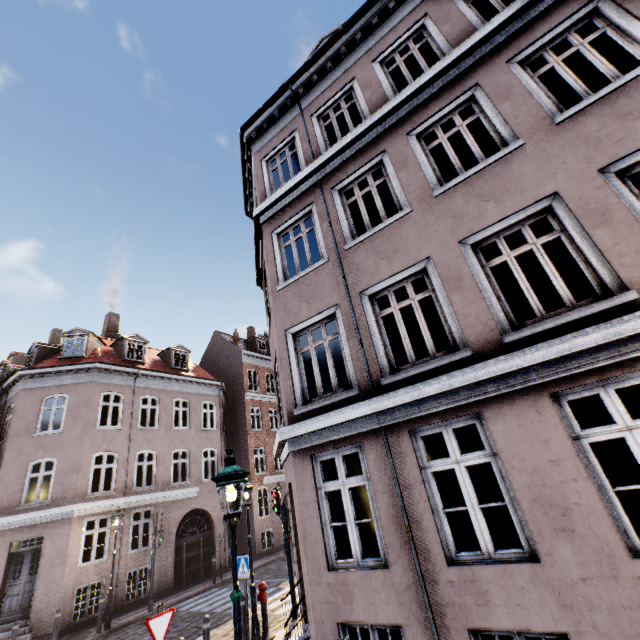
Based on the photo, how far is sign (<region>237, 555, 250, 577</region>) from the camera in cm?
883

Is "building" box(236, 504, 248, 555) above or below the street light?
below

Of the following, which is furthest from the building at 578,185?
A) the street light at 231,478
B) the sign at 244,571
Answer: the sign at 244,571

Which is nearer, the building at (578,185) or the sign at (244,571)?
the building at (578,185)

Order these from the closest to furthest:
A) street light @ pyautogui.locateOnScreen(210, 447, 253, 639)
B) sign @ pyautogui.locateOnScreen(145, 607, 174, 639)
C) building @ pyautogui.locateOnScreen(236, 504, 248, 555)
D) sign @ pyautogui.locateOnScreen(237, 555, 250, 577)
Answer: street light @ pyautogui.locateOnScreen(210, 447, 253, 639)
sign @ pyautogui.locateOnScreen(145, 607, 174, 639)
sign @ pyautogui.locateOnScreen(237, 555, 250, 577)
building @ pyautogui.locateOnScreen(236, 504, 248, 555)

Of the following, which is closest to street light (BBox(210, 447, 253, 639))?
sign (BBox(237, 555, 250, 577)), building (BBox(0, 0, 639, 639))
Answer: sign (BBox(237, 555, 250, 577))

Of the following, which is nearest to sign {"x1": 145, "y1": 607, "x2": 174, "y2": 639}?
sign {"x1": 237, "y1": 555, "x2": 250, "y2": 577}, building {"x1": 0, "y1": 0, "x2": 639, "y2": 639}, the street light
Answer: building {"x1": 0, "y1": 0, "x2": 639, "y2": 639}

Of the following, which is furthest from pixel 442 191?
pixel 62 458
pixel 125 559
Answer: pixel 125 559
